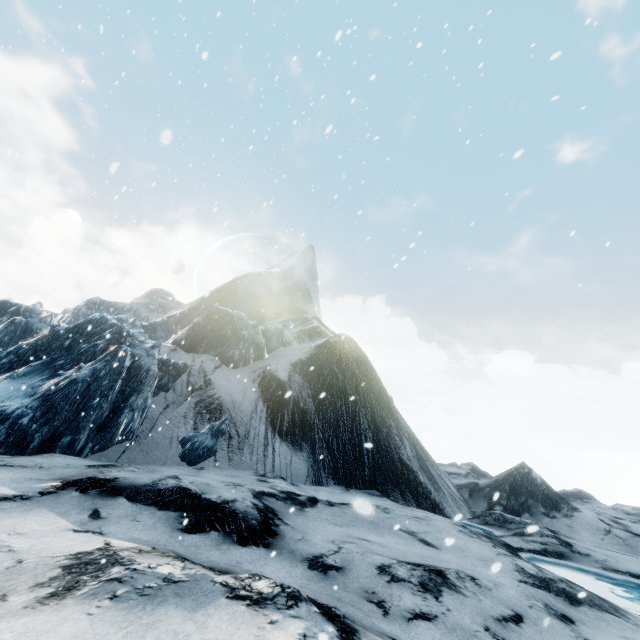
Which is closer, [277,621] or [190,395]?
[277,621]
